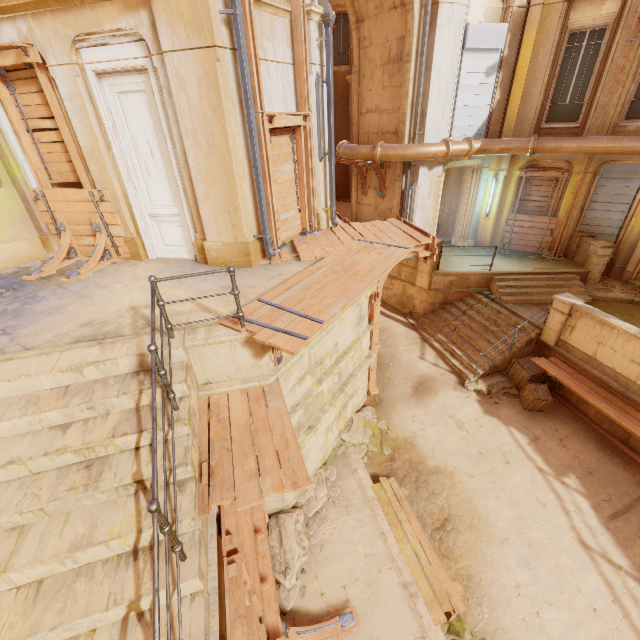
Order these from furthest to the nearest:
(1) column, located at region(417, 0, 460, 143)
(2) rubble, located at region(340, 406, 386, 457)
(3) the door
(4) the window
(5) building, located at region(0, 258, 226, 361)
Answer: (4) the window → (1) column, located at region(417, 0, 460, 143) → (2) rubble, located at region(340, 406, 386, 457) → (3) the door → (5) building, located at region(0, 258, 226, 361)

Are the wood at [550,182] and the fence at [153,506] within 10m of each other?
no

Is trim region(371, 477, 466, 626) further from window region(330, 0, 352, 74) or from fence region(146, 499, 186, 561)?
window region(330, 0, 352, 74)

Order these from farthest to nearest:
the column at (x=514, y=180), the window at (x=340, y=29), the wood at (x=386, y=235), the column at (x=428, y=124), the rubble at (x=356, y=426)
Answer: the window at (x=340, y=29), the column at (x=514, y=180), the column at (x=428, y=124), the rubble at (x=356, y=426), the wood at (x=386, y=235)

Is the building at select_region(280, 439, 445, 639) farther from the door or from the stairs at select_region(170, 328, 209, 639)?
the stairs at select_region(170, 328, 209, 639)

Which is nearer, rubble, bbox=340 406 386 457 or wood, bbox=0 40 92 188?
wood, bbox=0 40 92 188

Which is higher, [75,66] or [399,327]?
[75,66]

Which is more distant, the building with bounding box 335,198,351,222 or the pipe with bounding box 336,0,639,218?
the building with bounding box 335,198,351,222
